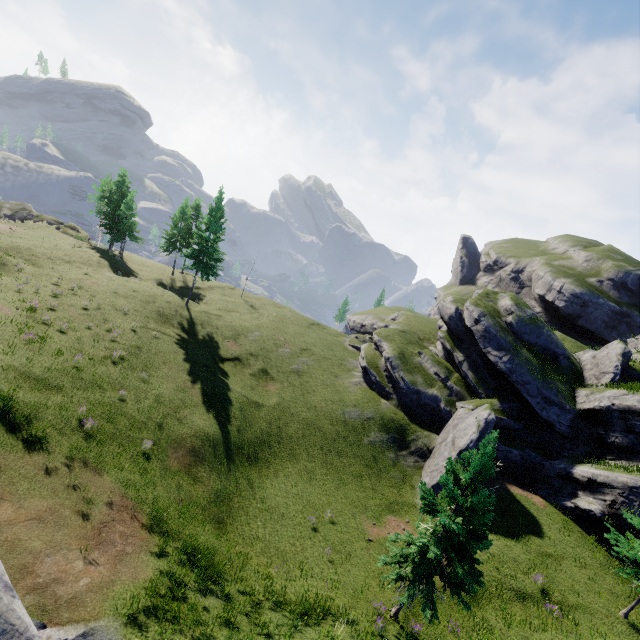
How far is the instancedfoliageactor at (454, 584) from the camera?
13.2m

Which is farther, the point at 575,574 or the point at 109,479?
the point at 575,574

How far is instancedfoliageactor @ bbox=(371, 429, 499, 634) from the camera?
13.2 meters
